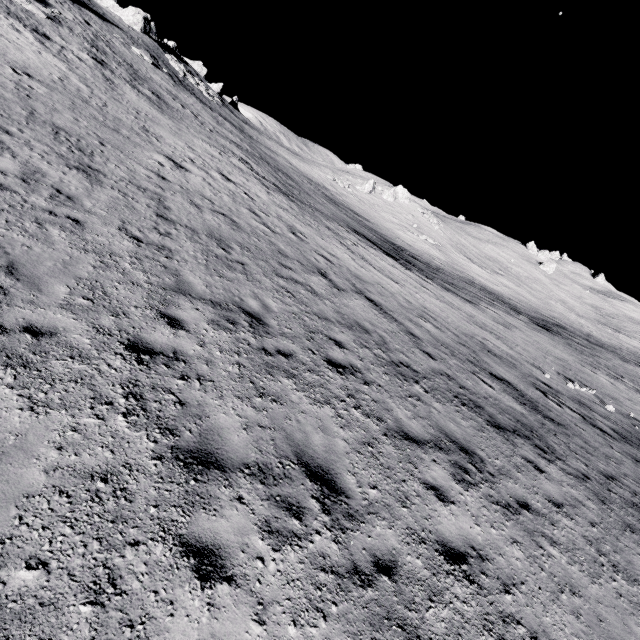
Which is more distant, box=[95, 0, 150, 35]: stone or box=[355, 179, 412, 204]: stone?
box=[355, 179, 412, 204]: stone

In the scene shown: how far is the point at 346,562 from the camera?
3.98m

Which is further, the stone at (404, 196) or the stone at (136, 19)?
the stone at (404, 196)

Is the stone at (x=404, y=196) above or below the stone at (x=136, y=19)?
below

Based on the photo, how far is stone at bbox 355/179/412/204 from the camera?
53.8m

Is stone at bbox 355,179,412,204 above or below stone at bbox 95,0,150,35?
below
